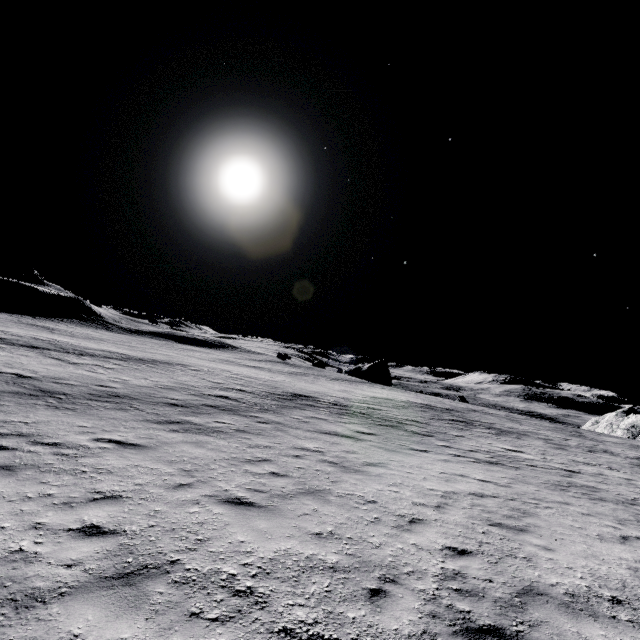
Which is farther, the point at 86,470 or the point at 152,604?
the point at 86,470
